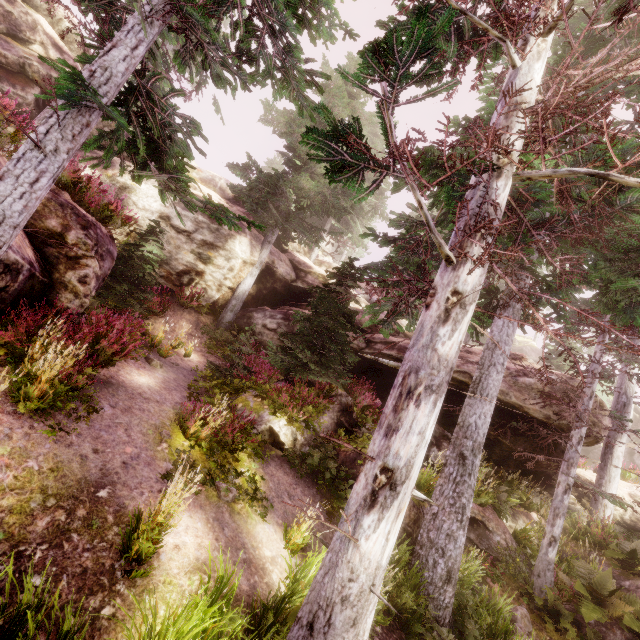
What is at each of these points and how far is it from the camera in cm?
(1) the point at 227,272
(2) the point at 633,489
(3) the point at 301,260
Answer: (1) rock, 1603
(2) rock, 1532
(3) rock, 2128

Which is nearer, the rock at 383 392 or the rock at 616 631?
the rock at 616 631

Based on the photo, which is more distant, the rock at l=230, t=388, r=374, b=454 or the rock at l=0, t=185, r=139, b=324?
the rock at l=230, t=388, r=374, b=454

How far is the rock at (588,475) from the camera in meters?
15.7 m

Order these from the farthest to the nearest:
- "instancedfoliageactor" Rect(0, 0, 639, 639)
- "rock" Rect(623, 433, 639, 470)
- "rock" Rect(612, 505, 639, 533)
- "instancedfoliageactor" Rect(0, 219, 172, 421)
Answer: "rock" Rect(623, 433, 639, 470) → "rock" Rect(612, 505, 639, 533) → "instancedfoliageactor" Rect(0, 219, 172, 421) → "instancedfoliageactor" Rect(0, 0, 639, 639)

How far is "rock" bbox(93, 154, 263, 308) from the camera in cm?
1422

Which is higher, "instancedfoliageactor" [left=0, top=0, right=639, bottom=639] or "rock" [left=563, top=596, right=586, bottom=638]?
"instancedfoliageactor" [left=0, top=0, right=639, bottom=639]
